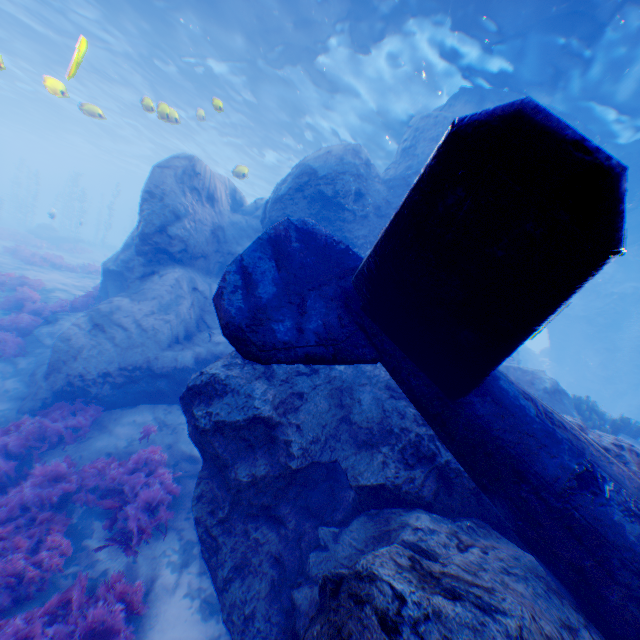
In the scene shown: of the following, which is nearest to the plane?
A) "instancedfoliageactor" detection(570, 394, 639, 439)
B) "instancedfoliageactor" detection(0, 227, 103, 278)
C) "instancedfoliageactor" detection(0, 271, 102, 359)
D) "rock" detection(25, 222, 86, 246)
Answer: "instancedfoliageactor" detection(570, 394, 639, 439)

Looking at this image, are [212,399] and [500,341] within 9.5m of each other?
yes

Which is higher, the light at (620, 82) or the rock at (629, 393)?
the light at (620, 82)

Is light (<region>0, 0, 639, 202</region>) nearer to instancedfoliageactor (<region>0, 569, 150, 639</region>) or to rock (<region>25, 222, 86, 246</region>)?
instancedfoliageactor (<region>0, 569, 150, 639</region>)

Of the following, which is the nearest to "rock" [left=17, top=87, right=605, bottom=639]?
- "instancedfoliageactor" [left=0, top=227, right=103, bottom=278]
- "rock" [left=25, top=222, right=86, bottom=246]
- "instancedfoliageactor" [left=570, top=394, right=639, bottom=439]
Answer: "instancedfoliageactor" [left=570, top=394, right=639, bottom=439]

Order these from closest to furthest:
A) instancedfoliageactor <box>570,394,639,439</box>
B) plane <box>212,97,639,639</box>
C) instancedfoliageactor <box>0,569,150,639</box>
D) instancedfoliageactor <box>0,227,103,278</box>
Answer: plane <box>212,97,639,639</box> → instancedfoliageactor <box>0,569,150,639</box> → instancedfoliageactor <box>570,394,639,439</box> → instancedfoliageactor <box>0,227,103,278</box>

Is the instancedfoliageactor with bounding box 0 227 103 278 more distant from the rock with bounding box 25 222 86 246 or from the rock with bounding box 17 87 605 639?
the rock with bounding box 25 222 86 246

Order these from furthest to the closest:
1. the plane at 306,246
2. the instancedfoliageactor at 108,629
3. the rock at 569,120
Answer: the rock at 569,120
the instancedfoliageactor at 108,629
the plane at 306,246
